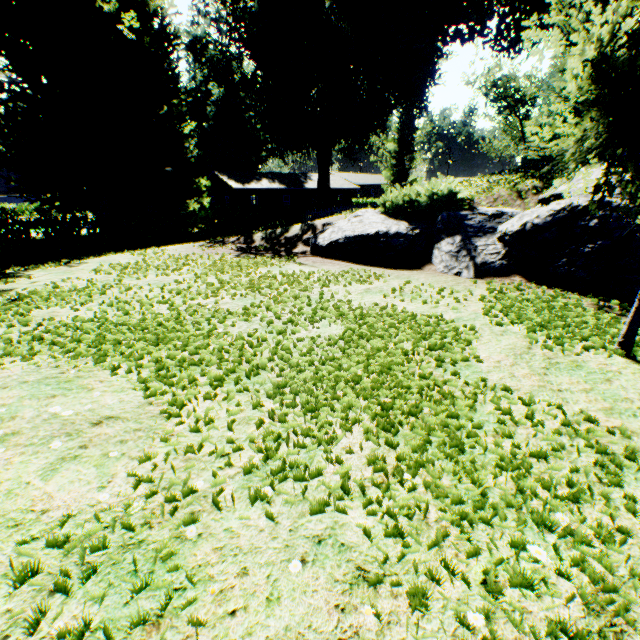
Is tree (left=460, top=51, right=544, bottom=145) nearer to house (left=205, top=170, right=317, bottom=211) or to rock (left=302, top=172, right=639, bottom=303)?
house (left=205, top=170, right=317, bottom=211)

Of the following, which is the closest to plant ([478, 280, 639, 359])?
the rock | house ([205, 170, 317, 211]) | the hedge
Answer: the rock

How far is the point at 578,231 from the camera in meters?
6.3 m

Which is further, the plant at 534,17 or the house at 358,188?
the house at 358,188

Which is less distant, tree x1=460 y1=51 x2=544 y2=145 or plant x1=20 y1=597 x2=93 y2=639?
plant x1=20 y1=597 x2=93 y2=639

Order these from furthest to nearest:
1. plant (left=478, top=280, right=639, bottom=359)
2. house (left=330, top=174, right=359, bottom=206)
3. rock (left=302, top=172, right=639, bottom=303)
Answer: house (left=330, top=174, right=359, bottom=206) < rock (left=302, top=172, right=639, bottom=303) < plant (left=478, top=280, right=639, bottom=359)

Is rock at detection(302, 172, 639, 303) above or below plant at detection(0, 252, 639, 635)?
above
